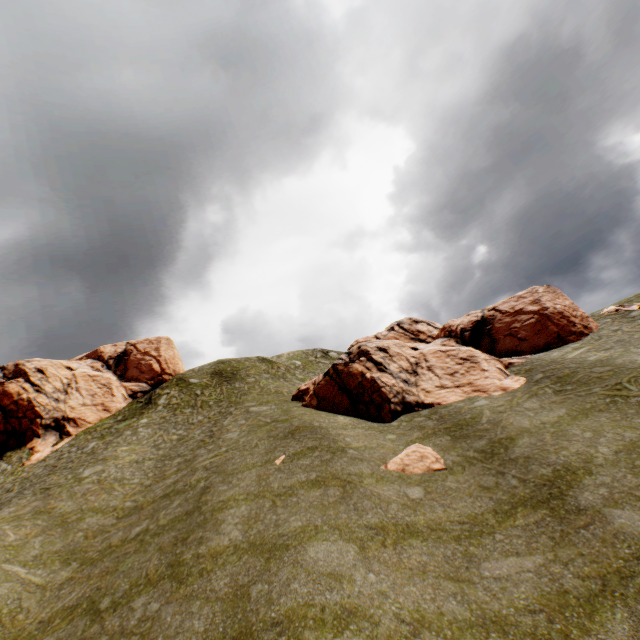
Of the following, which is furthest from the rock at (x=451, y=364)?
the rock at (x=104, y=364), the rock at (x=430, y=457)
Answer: the rock at (x=104, y=364)

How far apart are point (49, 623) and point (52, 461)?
23.39m

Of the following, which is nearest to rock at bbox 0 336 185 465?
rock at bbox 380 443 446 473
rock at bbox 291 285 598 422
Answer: rock at bbox 291 285 598 422

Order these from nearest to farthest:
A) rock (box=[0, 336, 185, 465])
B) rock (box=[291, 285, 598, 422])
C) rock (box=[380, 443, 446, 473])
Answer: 1. rock (box=[380, 443, 446, 473])
2. rock (box=[291, 285, 598, 422])
3. rock (box=[0, 336, 185, 465])

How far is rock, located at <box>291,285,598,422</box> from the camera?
22.4m

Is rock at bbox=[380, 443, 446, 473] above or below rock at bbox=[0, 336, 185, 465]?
below
